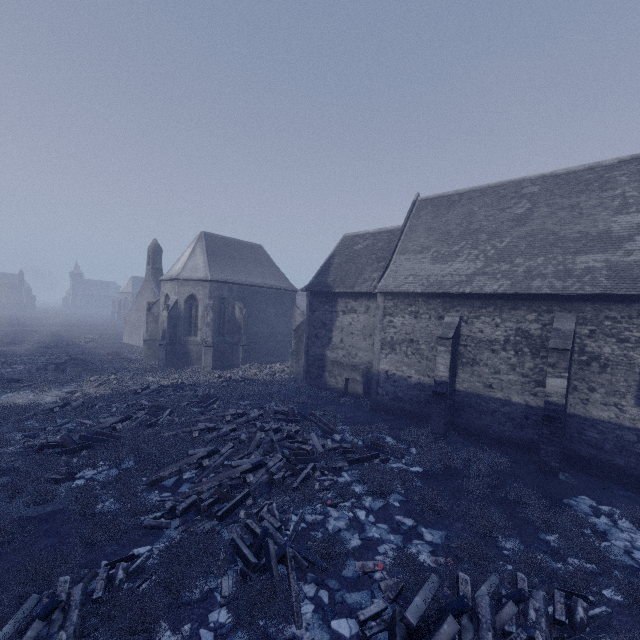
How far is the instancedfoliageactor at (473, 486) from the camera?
10.03m

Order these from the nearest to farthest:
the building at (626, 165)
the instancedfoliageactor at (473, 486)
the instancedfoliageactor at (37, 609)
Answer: the instancedfoliageactor at (37, 609) → the instancedfoliageactor at (473, 486) → the building at (626, 165)

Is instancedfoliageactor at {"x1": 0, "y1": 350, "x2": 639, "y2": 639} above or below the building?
below

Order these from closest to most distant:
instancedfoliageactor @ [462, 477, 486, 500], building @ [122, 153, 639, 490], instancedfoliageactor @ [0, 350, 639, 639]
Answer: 1. instancedfoliageactor @ [0, 350, 639, 639]
2. instancedfoliageactor @ [462, 477, 486, 500]
3. building @ [122, 153, 639, 490]

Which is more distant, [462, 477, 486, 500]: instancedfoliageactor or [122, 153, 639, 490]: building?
[122, 153, 639, 490]: building

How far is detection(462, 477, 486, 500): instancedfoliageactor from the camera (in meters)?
10.03

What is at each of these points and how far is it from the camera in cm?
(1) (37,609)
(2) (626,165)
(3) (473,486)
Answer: (1) instancedfoliageactor, 545
(2) building, 1407
(3) instancedfoliageactor, 1038
